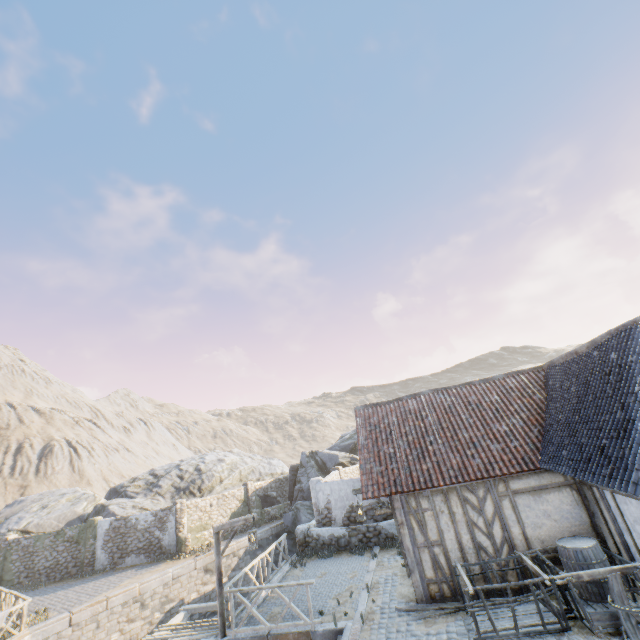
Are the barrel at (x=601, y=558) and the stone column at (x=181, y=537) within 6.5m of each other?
no

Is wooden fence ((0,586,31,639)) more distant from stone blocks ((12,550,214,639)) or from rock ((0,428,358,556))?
rock ((0,428,358,556))

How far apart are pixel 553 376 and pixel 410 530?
7.3m

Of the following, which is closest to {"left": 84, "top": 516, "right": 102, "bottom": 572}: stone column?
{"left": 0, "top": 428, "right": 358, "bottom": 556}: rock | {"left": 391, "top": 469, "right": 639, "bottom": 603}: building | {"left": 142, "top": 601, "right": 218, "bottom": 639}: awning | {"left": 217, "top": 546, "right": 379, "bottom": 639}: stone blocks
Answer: {"left": 0, "top": 428, "right": 358, "bottom": 556}: rock

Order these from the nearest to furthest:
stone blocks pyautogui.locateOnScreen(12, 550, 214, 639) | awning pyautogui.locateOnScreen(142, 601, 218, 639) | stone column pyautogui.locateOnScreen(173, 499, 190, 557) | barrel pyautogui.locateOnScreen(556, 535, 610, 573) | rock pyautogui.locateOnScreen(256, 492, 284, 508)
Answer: barrel pyautogui.locateOnScreen(556, 535, 610, 573)
awning pyautogui.locateOnScreen(142, 601, 218, 639)
stone blocks pyautogui.locateOnScreen(12, 550, 214, 639)
stone column pyautogui.locateOnScreen(173, 499, 190, 557)
rock pyautogui.locateOnScreen(256, 492, 284, 508)

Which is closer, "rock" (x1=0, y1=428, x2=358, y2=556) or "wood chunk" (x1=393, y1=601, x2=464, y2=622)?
"wood chunk" (x1=393, y1=601, x2=464, y2=622)

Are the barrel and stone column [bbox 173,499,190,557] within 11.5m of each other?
no

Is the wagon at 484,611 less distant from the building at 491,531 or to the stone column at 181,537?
the building at 491,531
